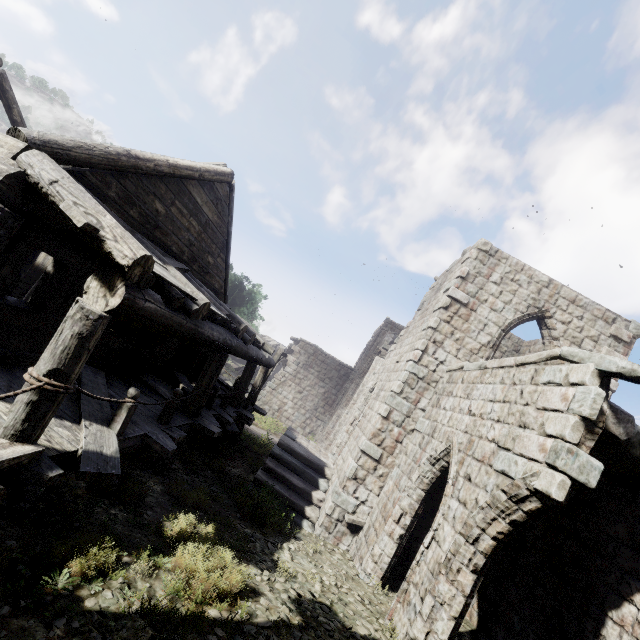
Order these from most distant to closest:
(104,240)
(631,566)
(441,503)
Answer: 1. (441,503)
2. (631,566)
3. (104,240)
